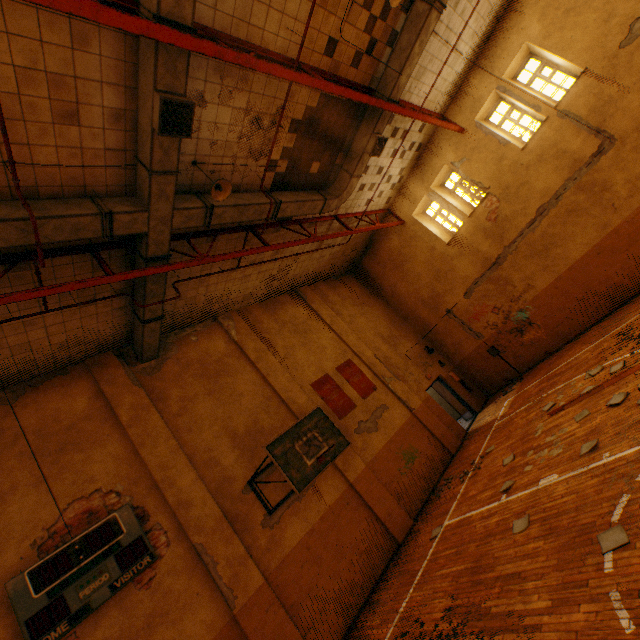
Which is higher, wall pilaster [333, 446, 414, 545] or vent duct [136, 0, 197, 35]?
vent duct [136, 0, 197, 35]

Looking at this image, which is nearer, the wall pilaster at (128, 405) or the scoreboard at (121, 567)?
the scoreboard at (121, 567)

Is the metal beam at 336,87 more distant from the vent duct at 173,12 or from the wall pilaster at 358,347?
the wall pilaster at 358,347

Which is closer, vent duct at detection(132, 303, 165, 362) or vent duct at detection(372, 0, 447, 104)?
vent duct at detection(372, 0, 447, 104)

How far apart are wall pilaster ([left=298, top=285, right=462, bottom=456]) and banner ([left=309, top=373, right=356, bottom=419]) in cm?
172

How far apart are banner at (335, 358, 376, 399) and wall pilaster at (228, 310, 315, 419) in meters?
1.7 m

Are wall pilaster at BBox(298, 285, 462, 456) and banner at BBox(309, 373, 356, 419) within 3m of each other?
yes

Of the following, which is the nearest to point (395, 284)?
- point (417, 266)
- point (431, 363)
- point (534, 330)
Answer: point (417, 266)
